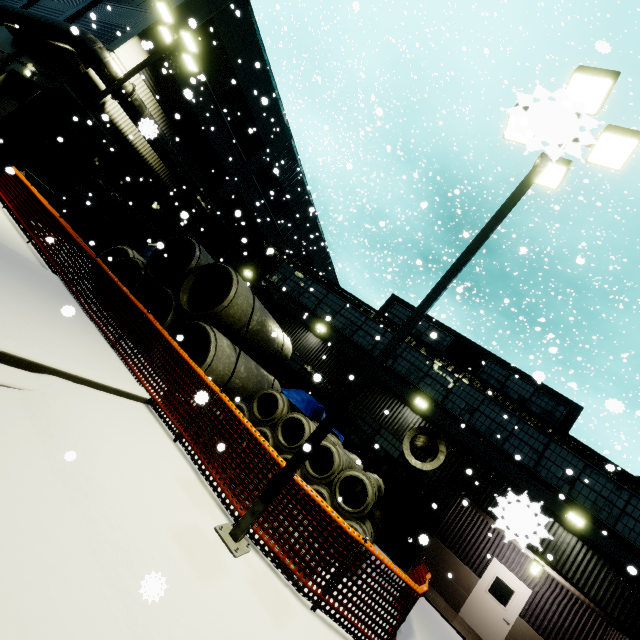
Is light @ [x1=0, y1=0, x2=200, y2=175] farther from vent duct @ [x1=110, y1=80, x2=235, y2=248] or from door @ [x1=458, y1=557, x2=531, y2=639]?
door @ [x1=458, y1=557, x2=531, y2=639]

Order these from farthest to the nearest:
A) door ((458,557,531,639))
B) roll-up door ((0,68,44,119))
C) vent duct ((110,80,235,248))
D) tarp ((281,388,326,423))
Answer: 1. roll-up door ((0,68,44,119))
2. vent duct ((110,80,235,248))
3. door ((458,557,531,639))
4. tarp ((281,388,326,423))

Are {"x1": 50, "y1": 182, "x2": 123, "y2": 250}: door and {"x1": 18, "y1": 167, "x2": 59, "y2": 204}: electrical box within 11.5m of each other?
yes

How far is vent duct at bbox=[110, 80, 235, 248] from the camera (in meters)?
13.68

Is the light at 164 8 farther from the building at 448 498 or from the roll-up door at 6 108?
the roll-up door at 6 108

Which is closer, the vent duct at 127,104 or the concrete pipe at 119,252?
the concrete pipe at 119,252

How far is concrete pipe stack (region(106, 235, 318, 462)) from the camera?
9.17m

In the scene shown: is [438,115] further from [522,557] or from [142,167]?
[522,557]
